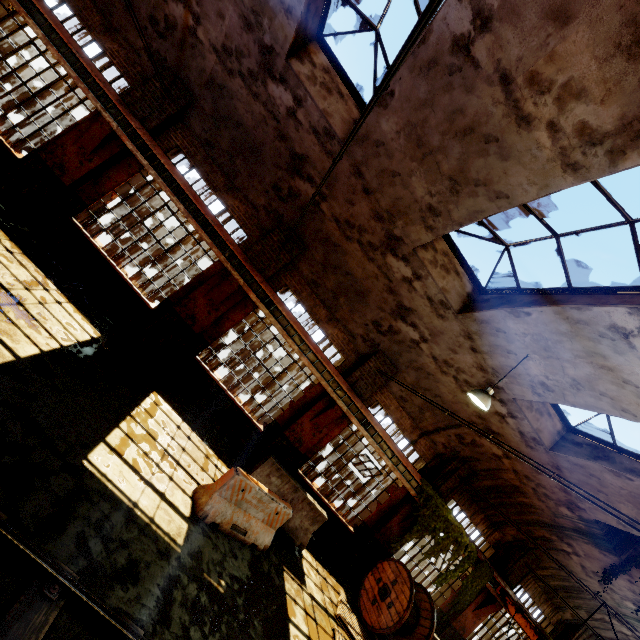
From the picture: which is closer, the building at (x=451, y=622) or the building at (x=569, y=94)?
the building at (x=569, y=94)

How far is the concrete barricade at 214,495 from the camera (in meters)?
6.36

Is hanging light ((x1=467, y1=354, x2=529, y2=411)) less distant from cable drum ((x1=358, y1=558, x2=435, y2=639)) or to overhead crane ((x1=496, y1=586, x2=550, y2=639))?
cable drum ((x1=358, y1=558, x2=435, y2=639))

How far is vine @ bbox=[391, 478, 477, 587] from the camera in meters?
10.7 m

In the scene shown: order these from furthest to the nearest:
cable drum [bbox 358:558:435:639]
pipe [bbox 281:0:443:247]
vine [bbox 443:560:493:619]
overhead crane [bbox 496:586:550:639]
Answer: vine [bbox 443:560:493:619], overhead crane [bbox 496:586:550:639], cable drum [bbox 358:558:435:639], pipe [bbox 281:0:443:247]

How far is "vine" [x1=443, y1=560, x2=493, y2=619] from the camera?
11.3m

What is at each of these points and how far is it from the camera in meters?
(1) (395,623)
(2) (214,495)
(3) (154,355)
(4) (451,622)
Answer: (1) cable drum, 8.7
(2) concrete barricade, 6.3
(3) building, 9.1
(4) building, 11.9

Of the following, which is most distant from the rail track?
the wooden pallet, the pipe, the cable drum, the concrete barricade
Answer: the pipe
